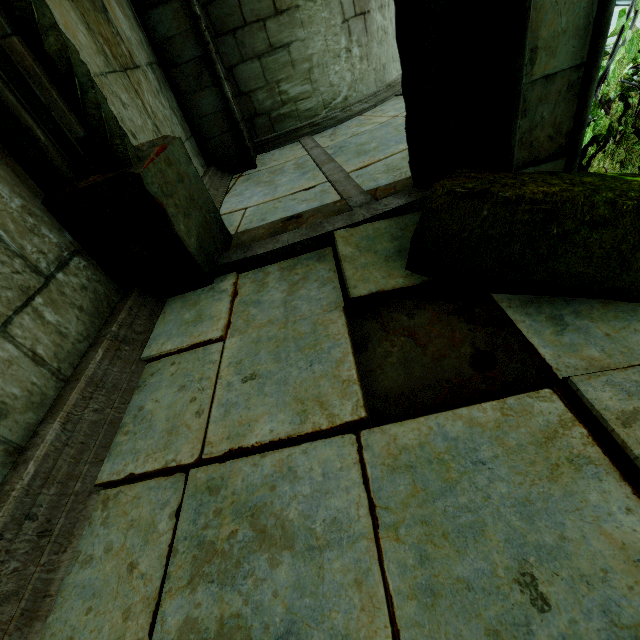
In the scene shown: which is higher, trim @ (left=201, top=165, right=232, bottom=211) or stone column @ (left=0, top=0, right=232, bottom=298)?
stone column @ (left=0, top=0, right=232, bottom=298)

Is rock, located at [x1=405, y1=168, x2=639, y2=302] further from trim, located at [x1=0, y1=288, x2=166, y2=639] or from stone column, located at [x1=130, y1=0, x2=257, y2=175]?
stone column, located at [x1=130, y1=0, x2=257, y2=175]

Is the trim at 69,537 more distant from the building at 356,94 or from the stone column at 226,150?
the stone column at 226,150

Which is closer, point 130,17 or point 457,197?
point 457,197

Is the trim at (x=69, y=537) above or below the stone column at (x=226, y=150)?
below

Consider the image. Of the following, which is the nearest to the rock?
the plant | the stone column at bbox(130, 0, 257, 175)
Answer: the plant

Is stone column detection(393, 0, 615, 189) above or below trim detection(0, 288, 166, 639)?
above

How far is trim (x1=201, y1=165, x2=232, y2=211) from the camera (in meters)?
4.42
